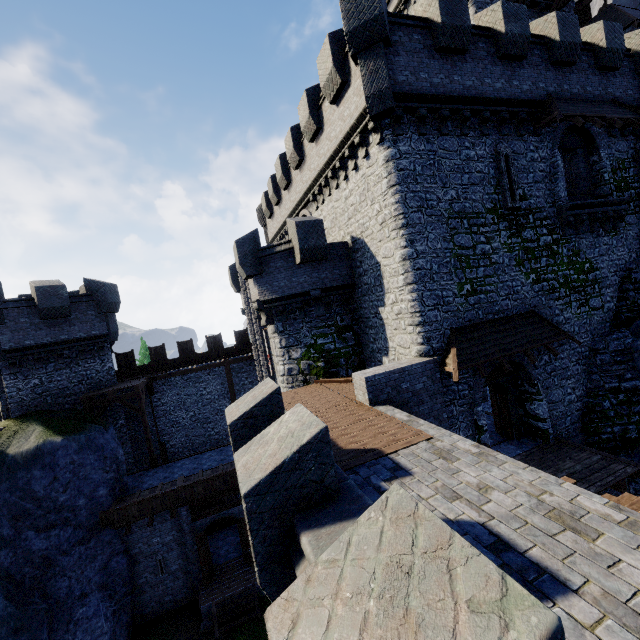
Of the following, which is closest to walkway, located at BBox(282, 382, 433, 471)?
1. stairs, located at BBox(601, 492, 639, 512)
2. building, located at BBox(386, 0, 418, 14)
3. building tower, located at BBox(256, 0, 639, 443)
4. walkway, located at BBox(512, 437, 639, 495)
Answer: building tower, located at BBox(256, 0, 639, 443)

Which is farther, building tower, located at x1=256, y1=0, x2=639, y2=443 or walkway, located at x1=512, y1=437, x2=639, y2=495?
building tower, located at x1=256, y1=0, x2=639, y2=443

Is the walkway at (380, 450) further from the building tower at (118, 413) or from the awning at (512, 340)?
the building tower at (118, 413)

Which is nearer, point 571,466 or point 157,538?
point 571,466

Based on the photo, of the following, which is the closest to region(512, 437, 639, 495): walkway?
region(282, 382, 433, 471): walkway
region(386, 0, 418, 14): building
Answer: region(282, 382, 433, 471): walkway

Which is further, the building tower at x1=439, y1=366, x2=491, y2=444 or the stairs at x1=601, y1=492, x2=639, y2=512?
the building tower at x1=439, y1=366, x2=491, y2=444

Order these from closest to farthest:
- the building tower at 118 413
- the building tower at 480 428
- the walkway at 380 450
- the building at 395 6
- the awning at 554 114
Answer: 1. the walkway at 380 450
2. the building tower at 480 428
3. the awning at 554 114
4. the building tower at 118 413
5. the building at 395 6

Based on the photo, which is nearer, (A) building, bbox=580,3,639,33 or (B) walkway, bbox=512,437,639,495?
(B) walkway, bbox=512,437,639,495
